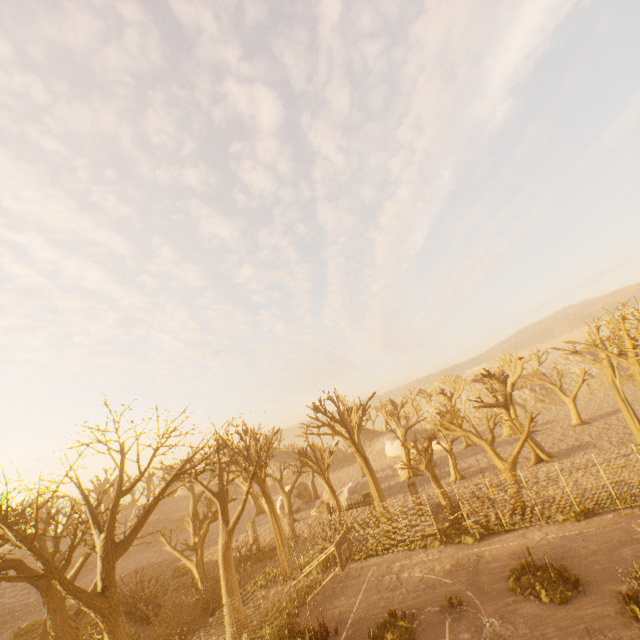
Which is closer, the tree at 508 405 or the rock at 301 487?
the tree at 508 405

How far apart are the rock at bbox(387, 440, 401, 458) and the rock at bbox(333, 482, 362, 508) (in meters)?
22.57

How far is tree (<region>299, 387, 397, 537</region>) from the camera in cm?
2470

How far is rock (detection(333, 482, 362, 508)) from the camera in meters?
34.9

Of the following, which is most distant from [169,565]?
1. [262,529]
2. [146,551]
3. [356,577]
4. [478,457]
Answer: [478,457]

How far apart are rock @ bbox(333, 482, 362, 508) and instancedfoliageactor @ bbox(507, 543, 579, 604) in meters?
22.4 m

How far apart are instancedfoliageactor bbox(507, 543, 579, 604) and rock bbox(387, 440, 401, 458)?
45.1m

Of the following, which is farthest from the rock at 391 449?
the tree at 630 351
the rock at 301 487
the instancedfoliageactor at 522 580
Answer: the instancedfoliageactor at 522 580
